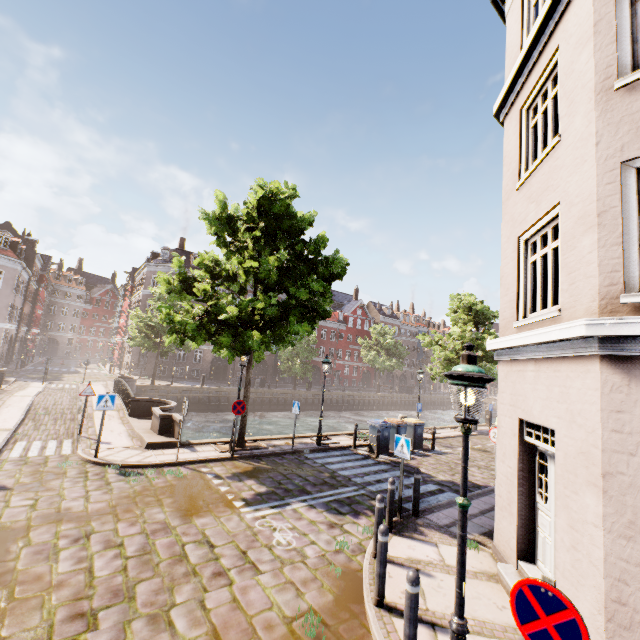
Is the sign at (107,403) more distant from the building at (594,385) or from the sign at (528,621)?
the building at (594,385)

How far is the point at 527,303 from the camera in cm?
638

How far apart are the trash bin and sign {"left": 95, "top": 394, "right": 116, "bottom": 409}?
11.14m

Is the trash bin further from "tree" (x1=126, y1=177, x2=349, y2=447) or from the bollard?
the bollard

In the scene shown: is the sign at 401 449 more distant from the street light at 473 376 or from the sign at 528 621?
the sign at 528 621

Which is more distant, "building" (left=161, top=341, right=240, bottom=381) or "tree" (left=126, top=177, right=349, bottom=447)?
"building" (left=161, top=341, right=240, bottom=381)

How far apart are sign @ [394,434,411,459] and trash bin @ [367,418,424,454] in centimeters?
703cm

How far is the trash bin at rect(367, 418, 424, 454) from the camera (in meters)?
14.13
